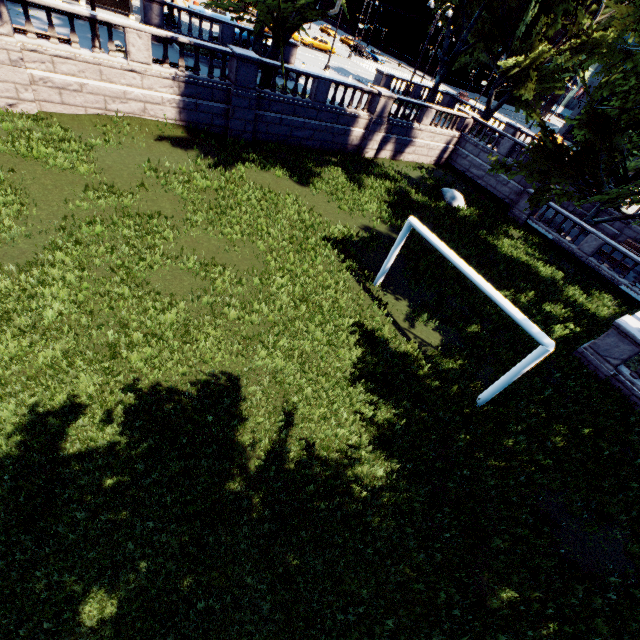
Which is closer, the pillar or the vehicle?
the pillar

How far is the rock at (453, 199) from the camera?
22.4 meters

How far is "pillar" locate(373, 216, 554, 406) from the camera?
8.3m

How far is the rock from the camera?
22.4m

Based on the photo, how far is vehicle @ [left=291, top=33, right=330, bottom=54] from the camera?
42.6 meters

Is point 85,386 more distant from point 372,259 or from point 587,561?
point 587,561

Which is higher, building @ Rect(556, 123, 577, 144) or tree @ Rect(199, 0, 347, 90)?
tree @ Rect(199, 0, 347, 90)

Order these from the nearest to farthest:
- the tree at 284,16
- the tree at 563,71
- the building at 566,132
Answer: the tree at 563,71
the tree at 284,16
the building at 566,132
